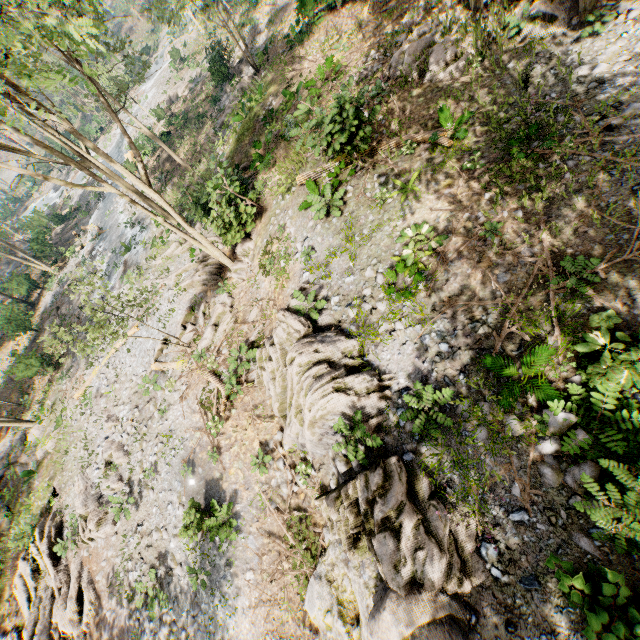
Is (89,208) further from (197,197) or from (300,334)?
(300,334)

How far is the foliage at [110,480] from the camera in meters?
15.7

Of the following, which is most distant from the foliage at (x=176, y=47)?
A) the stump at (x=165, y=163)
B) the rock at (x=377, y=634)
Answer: the stump at (x=165, y=163)

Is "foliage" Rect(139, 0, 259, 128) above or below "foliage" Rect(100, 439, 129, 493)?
above

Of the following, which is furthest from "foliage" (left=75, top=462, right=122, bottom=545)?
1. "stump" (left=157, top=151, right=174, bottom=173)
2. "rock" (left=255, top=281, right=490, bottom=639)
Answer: "stump" (left=157, top=151, right=174, bottom=173)

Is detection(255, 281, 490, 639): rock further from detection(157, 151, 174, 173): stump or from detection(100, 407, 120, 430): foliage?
detection(157, 151, 174, 173): stump
